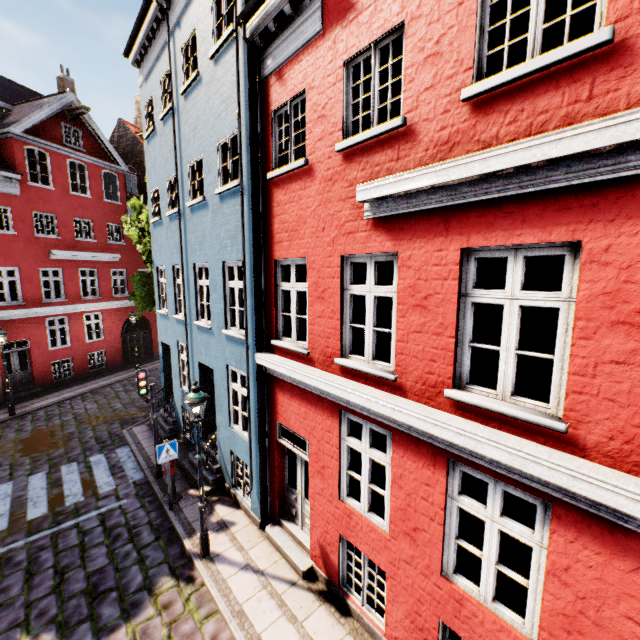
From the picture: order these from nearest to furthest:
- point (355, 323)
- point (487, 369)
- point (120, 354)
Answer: point (355, 323), point (487, 369), point (120, 354)

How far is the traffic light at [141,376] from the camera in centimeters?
908cm

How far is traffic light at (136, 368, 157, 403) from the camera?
9.1 meters

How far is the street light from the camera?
6.5m

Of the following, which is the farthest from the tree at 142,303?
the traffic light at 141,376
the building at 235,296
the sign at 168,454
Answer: the sign at 168,454

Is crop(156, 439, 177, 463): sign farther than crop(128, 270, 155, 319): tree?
No

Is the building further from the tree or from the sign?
the tree

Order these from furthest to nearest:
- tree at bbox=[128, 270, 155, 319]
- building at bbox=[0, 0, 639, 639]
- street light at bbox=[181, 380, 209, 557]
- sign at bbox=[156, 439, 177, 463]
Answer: tree at bbox=[128, 270, 155, 319] → sign at bbox=[156, 439, 177, 463] → street light at bbox=[181, 380, 209, 557] → building at bbox=[0, 0, 639, 639]
